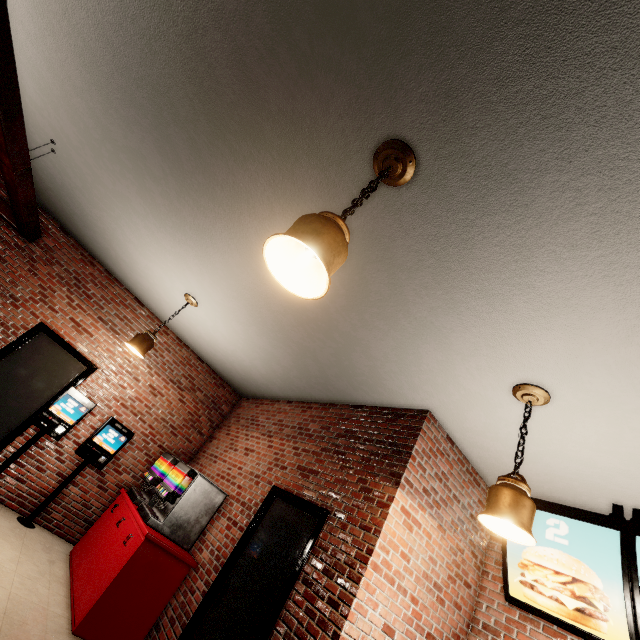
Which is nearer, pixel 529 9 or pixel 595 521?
pixel 529 9
